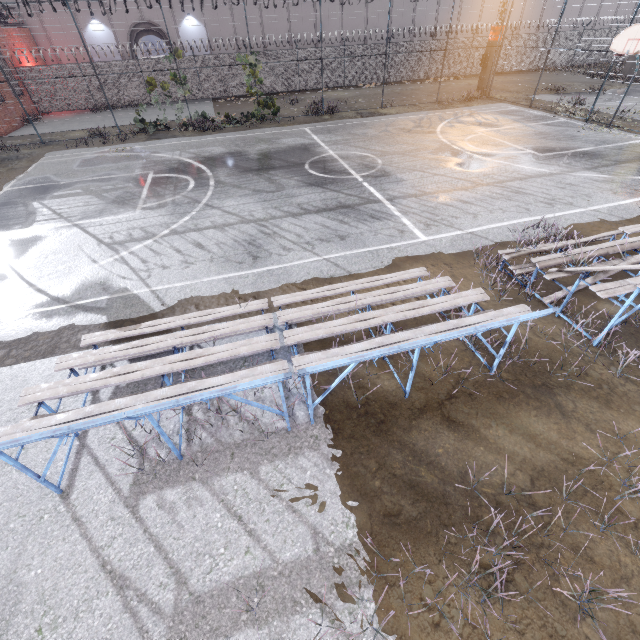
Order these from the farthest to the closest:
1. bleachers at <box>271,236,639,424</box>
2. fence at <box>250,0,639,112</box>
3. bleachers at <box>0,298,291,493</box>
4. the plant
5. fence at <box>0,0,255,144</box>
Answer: fence at <box>250,0,639,112</box>, the plant, fence at <box>0,0,255,144</box>, bleachers at <box>271,236,639,424</box>, bleachers at <box>0,298,291,493</box>

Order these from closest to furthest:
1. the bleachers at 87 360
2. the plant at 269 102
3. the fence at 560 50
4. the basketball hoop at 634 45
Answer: the bleachers at 87 360 < the basketball hoop at 634 45 < the plant at 269 102 < the fence at 560 50

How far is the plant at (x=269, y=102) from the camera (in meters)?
18.13

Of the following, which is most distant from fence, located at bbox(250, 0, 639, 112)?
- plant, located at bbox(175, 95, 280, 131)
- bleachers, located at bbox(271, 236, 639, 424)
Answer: bleachers, located at bbox(271, 236, 639, 424)

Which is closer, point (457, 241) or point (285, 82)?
point (457, 241)

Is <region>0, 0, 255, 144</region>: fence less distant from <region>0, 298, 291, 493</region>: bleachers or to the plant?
the plant

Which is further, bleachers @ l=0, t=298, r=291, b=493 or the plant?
the plant

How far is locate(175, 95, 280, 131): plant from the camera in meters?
18.1
